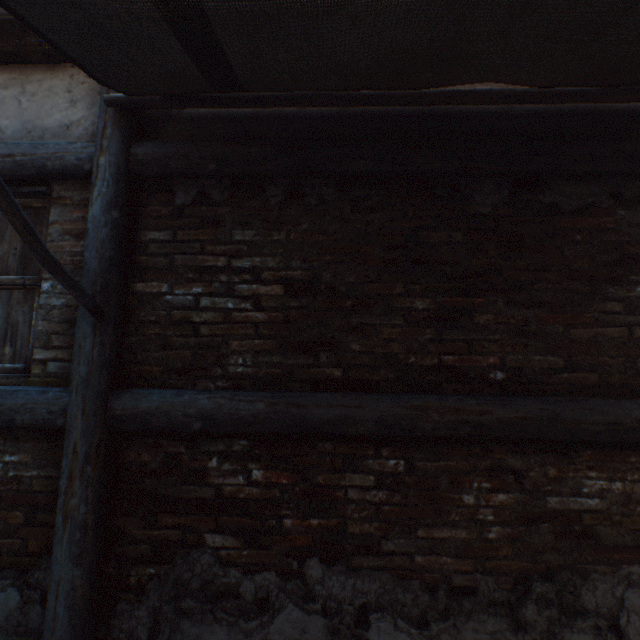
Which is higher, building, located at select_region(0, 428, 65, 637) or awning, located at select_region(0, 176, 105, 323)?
awning, located at select_region(0, 176, 105, 323)

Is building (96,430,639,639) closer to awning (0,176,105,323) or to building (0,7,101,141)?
awning (0,176,105,323)

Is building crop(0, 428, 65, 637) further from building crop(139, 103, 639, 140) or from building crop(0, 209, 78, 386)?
building crop(139, 103, 639, 140)

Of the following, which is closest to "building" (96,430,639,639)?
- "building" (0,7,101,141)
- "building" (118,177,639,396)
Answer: "building" (118,177,639,396)

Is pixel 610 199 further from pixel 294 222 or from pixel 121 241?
pixel 121 241

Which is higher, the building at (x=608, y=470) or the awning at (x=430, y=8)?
the awning at (x=430, y=8)

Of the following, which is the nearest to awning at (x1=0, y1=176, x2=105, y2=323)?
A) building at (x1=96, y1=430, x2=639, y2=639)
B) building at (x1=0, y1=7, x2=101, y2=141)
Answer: building at (x1=0, y1=7, x2=101, y2=141)

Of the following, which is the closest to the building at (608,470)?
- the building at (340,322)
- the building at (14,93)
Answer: the building at (340,322)
